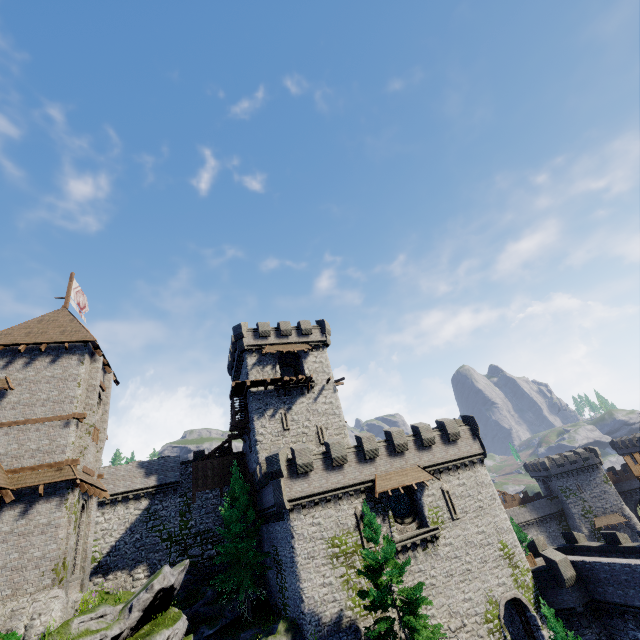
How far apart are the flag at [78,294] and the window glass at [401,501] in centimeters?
3150cm

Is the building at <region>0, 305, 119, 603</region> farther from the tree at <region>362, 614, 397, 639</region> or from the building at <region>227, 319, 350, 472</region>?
the building at <region>227, 319, 350, 472</region>

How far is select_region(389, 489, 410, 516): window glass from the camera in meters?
26.9 m

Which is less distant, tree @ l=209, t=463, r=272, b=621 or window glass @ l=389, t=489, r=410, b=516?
tree @ l=209, t=463, r=272, b=621

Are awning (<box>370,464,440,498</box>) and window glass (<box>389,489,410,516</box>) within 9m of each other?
yes

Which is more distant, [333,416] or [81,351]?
[333,416]

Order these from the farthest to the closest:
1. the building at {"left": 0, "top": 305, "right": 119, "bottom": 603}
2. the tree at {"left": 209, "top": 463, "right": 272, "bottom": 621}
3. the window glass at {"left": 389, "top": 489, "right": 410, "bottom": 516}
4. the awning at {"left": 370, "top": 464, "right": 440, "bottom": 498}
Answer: the window glass at {"left": 389, "top": 489, "right": 410, "bottom": 516}, the tree at {"left": 209, "top": 463, "right": 272, "bottom": 621}, the awning at {"left": 370, "top": 464, "right": 440, "bottom": 498}, the building at {"left": 0, "top": 305, "right": 119, "bottom": 603}

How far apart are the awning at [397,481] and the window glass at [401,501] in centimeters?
132cm
